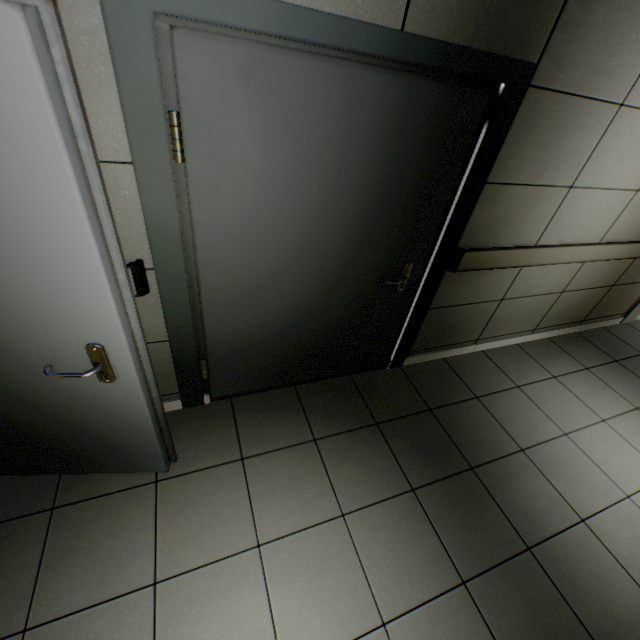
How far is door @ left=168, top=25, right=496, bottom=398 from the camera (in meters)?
1.27

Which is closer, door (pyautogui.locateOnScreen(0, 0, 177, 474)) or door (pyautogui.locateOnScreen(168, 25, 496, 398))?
door (pyautogui.locateOnScreen(0, 0, 177, 474))

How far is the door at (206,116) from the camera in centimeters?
127cm

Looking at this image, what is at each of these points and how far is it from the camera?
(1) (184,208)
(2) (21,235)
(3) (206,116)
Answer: (1) doorway, 1.47m
(2) door, 0.96m
(3) door, 1.27m

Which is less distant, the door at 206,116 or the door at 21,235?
the door at 21,235
